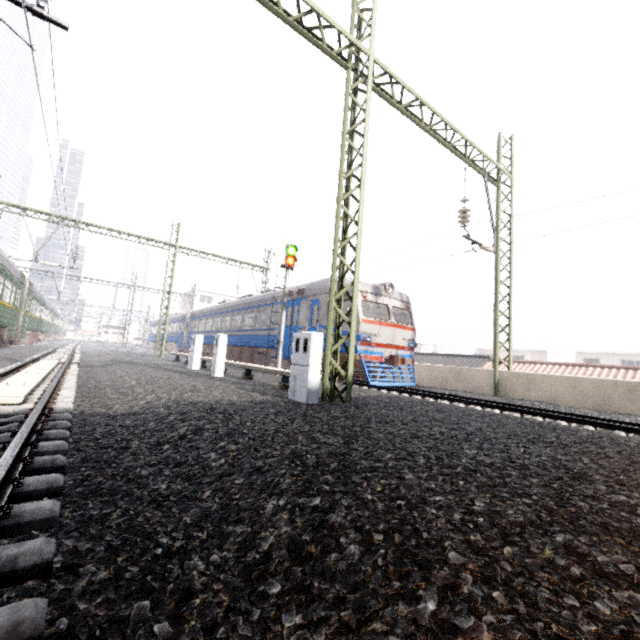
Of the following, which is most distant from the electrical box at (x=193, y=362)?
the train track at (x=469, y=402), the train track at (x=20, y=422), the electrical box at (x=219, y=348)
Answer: the train track at (x=469, y=402)

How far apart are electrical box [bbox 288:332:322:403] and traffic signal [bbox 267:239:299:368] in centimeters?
672cm

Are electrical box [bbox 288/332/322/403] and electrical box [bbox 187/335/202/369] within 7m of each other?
no

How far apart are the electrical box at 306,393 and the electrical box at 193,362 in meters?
7.6

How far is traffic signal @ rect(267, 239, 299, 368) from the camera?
13.9m

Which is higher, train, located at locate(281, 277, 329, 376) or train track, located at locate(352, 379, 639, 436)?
train, located at locate(281, 277, 329, 376)

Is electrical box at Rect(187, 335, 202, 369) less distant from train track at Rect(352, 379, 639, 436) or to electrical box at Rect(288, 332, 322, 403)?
train track at Rect(352, 379, 639, 436)

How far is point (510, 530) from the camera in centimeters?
198cm
